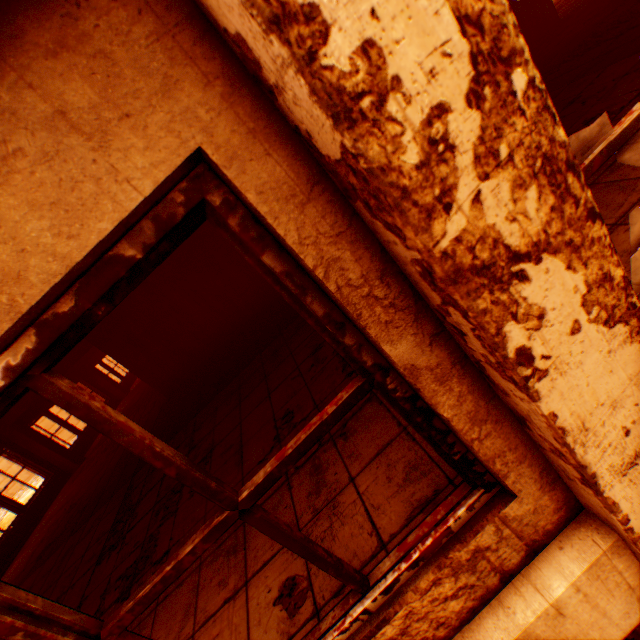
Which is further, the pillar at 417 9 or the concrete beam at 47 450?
the concrete beam at 47 450

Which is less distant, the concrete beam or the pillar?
the pillar

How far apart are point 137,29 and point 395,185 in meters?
0.6
